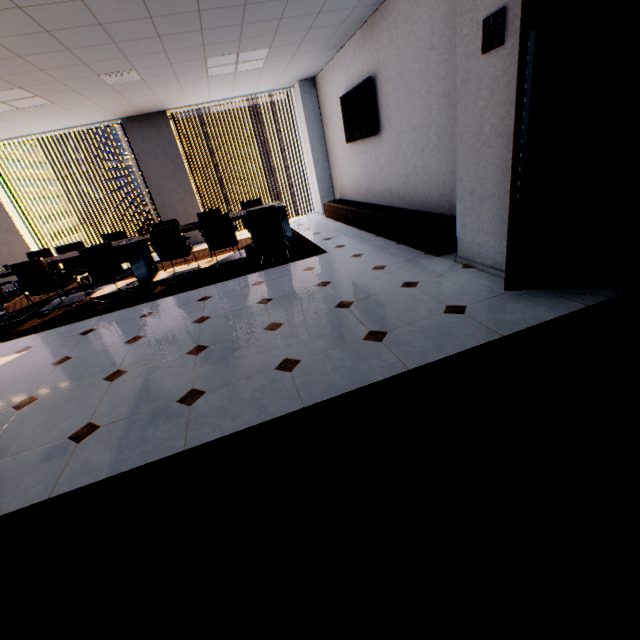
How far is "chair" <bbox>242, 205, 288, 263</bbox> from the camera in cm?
497

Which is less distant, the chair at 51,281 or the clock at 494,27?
the clock at 494,27

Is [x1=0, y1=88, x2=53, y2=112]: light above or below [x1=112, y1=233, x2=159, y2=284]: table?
above

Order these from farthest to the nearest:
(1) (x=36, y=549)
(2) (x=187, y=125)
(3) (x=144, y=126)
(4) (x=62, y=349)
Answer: (2) (x=187, y=125), (3) (x=144, y=126), (4) (x=62, y=349), (1) (x=36, y=549)

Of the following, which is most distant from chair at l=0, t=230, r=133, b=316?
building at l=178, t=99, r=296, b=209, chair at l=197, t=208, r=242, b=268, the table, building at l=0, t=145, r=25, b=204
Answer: building at l=0, t=145, r=25, b=204

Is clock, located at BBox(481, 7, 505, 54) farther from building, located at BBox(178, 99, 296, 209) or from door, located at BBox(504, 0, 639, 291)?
building, located at BBox(178, 99, 296, 209)

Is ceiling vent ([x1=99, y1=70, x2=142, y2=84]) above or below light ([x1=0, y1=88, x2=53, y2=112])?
below

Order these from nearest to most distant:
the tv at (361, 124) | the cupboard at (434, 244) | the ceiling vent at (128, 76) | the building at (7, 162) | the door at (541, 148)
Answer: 1. the door at (541, 148)
2. the cupboard at (434, 244)
3. the ceiling vent at (128, 76)
4. the tv at (361, 124)
5. the building at (7, 162)
